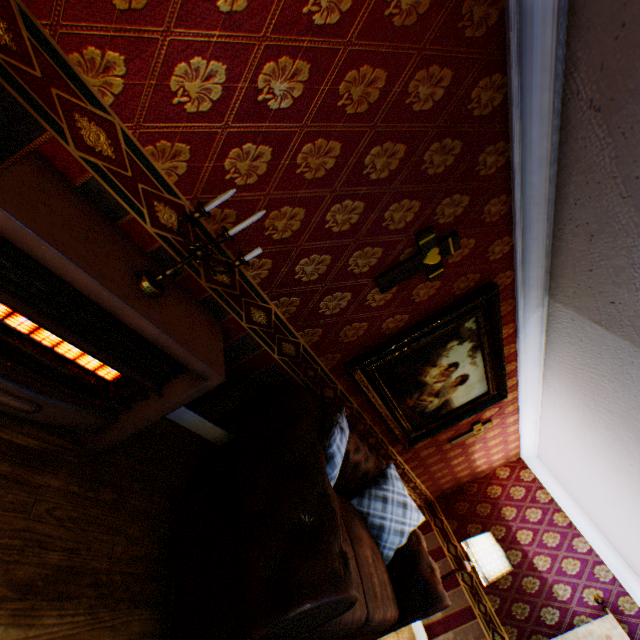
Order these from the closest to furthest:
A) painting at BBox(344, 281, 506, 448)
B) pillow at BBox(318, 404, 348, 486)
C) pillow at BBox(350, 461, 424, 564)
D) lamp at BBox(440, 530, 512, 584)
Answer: pillow at BBox(318, 404, 348, 486) → painting at BBox(344, 281, 506, 448) → pillow at BBox(350, 461, 424, 564) → lamp at BBox(440, 530, 512, 584)

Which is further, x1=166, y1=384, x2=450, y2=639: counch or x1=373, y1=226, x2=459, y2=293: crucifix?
x1=373, y1=226, x2=459, y2=293: crucifix

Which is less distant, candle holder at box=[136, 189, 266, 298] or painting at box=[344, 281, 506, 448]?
candle holder at box=[136, 189, 266, 298]

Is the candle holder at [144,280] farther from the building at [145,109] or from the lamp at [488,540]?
the lamp at [488,540]

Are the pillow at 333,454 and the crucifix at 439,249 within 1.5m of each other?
yes

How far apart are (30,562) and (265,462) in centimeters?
104cm

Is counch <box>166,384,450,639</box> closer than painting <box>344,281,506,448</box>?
Yes

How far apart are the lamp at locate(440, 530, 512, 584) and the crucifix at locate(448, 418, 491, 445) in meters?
1.4 m
